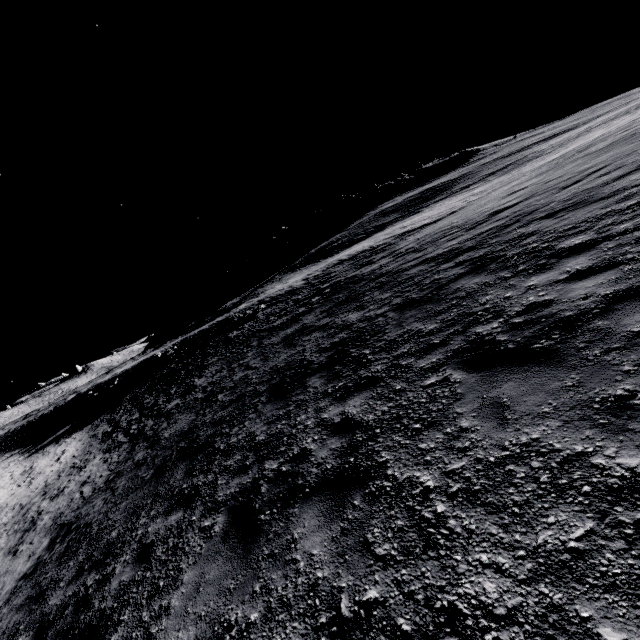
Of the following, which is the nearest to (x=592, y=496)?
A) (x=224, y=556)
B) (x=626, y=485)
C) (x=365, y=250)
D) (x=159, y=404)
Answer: (x=626, y=485)
